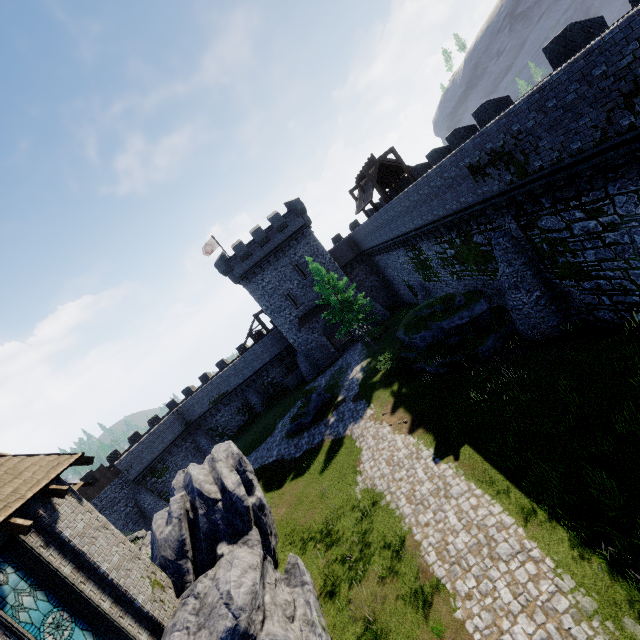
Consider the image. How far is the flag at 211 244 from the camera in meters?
40.5 m

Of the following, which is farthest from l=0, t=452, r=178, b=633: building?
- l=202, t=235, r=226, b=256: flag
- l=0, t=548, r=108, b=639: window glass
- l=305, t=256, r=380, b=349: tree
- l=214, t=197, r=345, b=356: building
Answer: l=202, t=235, r=226, b=256: flag

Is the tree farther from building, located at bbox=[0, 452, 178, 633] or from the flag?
building, located at bbox=[0, 452, 178, 633]

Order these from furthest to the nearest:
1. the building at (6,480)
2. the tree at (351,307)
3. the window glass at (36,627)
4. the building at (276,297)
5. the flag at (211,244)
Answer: the flag at (211,244) → the building at (276,297) → the tree at (351,307) → the building at (6,480) → the window glass at (36,627)

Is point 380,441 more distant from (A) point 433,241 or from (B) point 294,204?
(B) point 294,204

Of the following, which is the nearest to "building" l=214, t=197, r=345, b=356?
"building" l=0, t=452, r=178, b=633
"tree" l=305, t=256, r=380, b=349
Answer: "tree" l=305, t=256, r=380, b=349

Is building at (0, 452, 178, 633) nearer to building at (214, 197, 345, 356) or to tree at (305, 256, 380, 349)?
tree at (305, 256, 380, 349)

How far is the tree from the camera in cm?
2809
